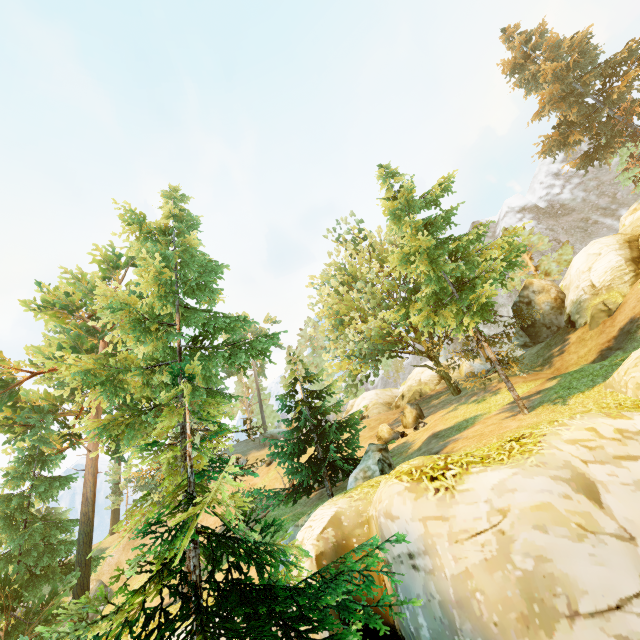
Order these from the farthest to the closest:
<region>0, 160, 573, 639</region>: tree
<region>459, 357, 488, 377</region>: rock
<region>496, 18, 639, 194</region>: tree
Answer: <region>459, 357, 488, 377</region>: rock → <region>496, 18, 639, 194</region>: tree → <region>0, 160, 573, 639</region>: tree

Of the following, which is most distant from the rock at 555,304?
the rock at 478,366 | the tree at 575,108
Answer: the rock at 478,366

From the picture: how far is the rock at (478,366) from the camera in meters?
34.4

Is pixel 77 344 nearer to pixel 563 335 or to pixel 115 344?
pixel 115 344

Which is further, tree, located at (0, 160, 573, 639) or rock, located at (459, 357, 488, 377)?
rock, located at (459, 357, 488, 377)

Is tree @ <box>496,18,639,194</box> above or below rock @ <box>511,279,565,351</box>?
above

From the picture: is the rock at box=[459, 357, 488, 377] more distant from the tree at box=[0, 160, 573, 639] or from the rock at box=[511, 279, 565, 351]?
the rock at box=[511, 279, 565, 351]

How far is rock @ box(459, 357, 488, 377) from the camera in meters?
34.4
